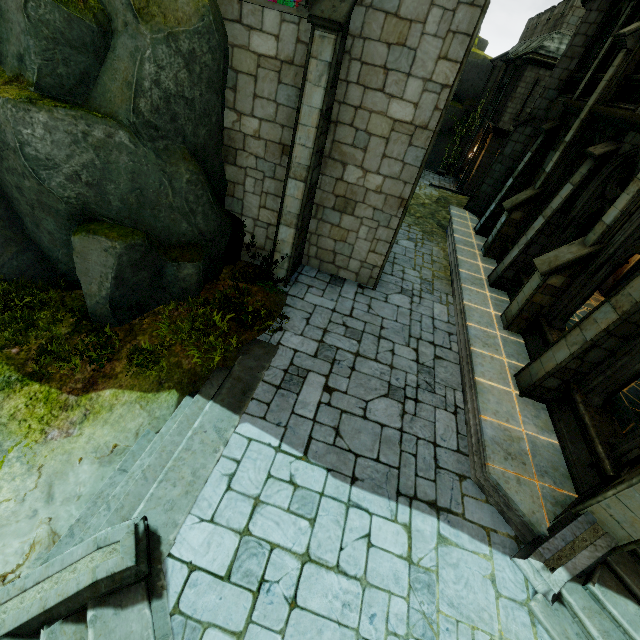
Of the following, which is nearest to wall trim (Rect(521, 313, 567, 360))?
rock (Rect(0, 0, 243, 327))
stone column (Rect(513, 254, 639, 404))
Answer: stone column (Rect(513, 254, 639, 404))

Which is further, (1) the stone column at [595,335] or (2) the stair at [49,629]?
(1) the stone column at [595,335]

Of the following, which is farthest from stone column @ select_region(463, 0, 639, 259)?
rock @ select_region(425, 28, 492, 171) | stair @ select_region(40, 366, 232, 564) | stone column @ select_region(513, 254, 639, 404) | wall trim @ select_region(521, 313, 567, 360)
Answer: rock @ select_region(425, 28, 492, 171)

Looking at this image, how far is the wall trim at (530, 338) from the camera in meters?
8.3 m

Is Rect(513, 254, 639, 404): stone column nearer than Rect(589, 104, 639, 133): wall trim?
Yes

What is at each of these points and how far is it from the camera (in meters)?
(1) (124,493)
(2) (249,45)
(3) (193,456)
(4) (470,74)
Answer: (1) stair, 4.95
(2) building, 7.04
(3) wall trim, 5.33
(4) rock, 33.25

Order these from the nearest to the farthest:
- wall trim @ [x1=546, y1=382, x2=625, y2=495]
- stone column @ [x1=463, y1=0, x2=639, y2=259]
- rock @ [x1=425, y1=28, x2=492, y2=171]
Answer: wall trim @ [x1=546, y1=382, x2=625, y2=495] → stone column @ [x1=463, y1=0, x2=639, y2=259] → rock @ [x1=425, y1=28, x2=492, y2=171]

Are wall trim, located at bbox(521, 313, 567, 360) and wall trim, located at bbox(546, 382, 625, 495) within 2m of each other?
yes
